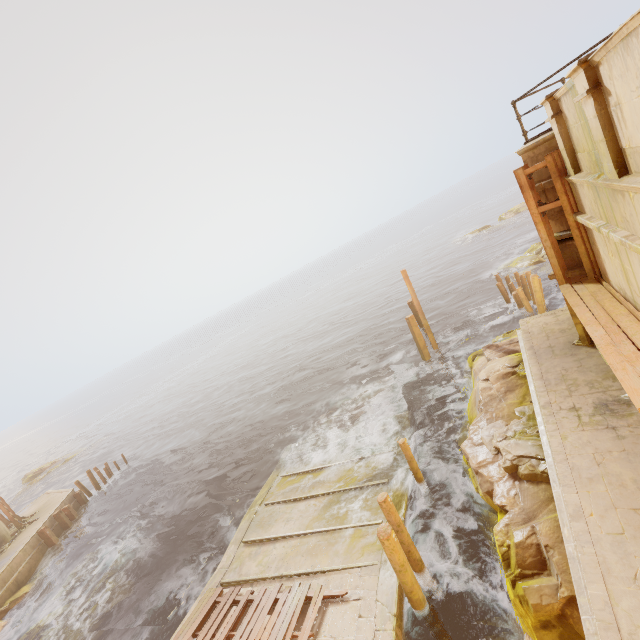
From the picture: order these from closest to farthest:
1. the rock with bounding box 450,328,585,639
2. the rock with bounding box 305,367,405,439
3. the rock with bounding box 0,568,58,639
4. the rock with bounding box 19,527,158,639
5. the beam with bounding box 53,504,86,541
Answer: the rock with bounding box 450,328,585,639 → the rock with bounding box 19,527,158,639 → the rock with bounding box 0,568,58,639 → the rock with bounding box 305,367,405,439 → the beam with bounding box 53,504,86,541

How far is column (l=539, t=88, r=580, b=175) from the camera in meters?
5.9 m

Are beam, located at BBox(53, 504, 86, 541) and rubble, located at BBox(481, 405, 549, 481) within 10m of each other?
no

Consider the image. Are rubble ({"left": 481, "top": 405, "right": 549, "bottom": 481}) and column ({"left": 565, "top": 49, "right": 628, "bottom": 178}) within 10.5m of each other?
yes

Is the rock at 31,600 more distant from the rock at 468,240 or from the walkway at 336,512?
the rock at 468,240

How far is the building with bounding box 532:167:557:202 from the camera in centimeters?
715cm

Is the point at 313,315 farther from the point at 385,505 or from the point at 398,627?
the point at 398,627

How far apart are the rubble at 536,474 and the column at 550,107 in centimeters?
577cm
